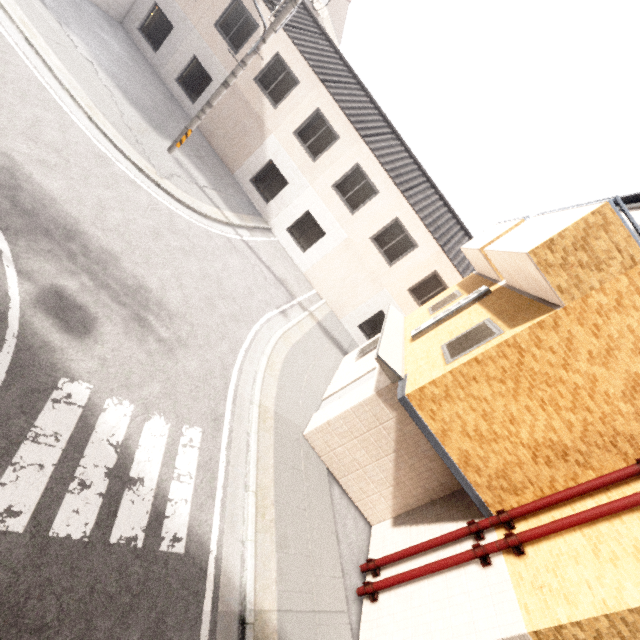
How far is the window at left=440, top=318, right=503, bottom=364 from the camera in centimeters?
604cm

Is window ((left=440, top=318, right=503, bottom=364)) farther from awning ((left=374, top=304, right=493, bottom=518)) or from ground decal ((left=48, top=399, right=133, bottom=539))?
ground decal ((left=48, top=399, right=133, bottom=539))

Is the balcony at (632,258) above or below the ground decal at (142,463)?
above

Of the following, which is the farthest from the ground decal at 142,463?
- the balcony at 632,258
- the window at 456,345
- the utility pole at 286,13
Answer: the utility pole at 286,13

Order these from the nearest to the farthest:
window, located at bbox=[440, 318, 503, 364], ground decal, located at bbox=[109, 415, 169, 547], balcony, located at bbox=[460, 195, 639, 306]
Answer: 1. ground decal, located at bbox=[109, 415, 169, 547]
2. balcony, located at bbox=[460, 195, 639, 306]
3. window, located at bbox=[440, 318, 503, 364]

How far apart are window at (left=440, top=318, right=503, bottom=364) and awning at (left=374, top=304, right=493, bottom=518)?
0.8 meters

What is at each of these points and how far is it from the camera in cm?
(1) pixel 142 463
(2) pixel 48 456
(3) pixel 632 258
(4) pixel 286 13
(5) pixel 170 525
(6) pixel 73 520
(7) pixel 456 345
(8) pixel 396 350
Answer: (1) ground decal, 479
(2) ground decal, 396
(3) balcony, 484
(4) utility pole, 961
(5) ground decal, 460
(6) ground decal, 379
(7) window, 670
(8) awning, 832

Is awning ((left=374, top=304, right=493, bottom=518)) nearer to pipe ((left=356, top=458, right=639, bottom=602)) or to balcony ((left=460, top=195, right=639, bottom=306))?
pipe ((left=356, top=458, right=639, bottom=602))
